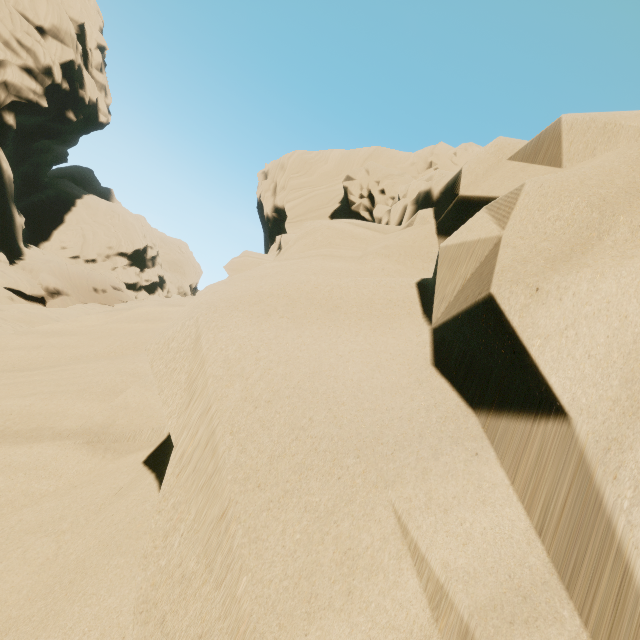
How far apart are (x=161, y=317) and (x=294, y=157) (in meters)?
22.61
